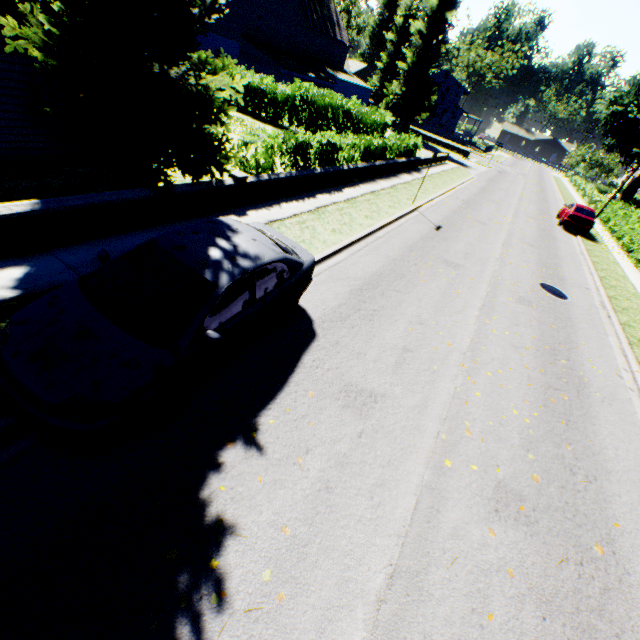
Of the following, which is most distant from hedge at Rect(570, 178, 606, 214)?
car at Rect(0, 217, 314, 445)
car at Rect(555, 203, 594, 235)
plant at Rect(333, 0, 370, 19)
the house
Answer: the house

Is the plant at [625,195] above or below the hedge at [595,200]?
above

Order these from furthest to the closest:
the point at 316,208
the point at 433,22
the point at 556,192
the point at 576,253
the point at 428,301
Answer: the point at 556,192
the point at 433,22
the point at 576,253
the point at 316,208
the point at 428,301

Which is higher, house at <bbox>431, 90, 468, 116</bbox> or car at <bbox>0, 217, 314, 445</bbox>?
house at <bbox>431, 90, 468, 116</bbox>

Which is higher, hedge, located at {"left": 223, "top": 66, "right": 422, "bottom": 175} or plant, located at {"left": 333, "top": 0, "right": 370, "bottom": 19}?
plant, located at {"left": 333, "top": 0, "right": 370, "bottom": 19}

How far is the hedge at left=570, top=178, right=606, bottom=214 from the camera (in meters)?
35.79

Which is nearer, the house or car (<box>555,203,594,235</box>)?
car (<box>555,203,594,235</box>)

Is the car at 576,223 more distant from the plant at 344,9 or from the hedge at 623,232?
the plant at 344,9
